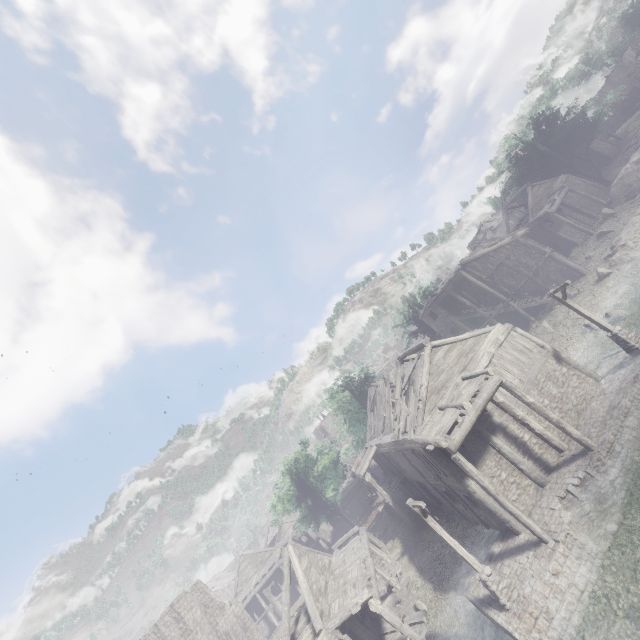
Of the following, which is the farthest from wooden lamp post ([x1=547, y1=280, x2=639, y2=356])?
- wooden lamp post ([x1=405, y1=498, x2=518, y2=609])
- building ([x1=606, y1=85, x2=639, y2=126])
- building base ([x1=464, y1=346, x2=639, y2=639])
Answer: wooden lamp post ([x1=405, y1=498, x2=518, y2=609])

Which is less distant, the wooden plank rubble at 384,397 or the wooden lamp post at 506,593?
the wooden lamp post at 506,593

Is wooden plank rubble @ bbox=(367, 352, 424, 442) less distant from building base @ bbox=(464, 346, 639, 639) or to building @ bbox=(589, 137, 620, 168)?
building @ bbox=(589, 137, 620, 168)

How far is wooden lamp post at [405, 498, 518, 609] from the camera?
12.2 meters

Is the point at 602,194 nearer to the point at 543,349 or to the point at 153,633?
the point at 543,349

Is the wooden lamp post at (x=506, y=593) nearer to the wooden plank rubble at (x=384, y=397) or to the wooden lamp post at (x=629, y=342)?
the wooden plank rubble at (x=384, y=397)

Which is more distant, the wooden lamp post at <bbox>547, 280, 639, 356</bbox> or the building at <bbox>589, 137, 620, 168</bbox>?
the building at <bbox>589, 137, 620, 168</bbox>

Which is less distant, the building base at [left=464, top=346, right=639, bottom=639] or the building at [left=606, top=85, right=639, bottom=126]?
the building base at [left=464, top=346, right=639, bottom=639]
